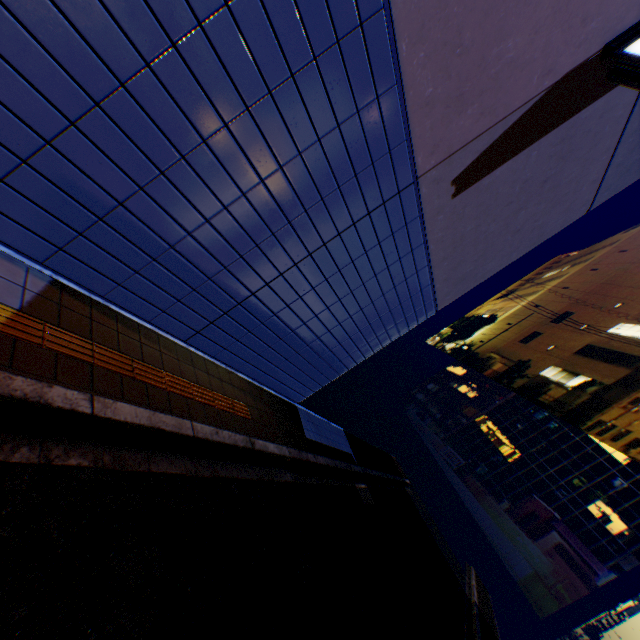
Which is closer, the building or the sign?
the sign

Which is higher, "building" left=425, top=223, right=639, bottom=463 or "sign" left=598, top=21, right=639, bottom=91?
"building" left=425, top=223, right=639, bottom=463

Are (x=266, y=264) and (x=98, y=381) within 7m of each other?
yes

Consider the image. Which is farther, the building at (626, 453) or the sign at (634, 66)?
the building at (626, 453)

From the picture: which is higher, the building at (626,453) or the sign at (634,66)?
the building at (626,453)
